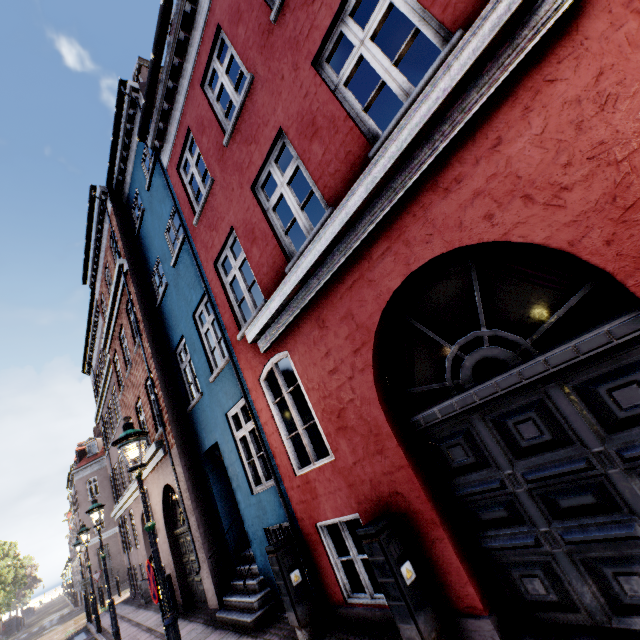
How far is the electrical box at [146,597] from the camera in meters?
Result: 13.5 m

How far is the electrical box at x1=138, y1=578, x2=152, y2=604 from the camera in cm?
1346

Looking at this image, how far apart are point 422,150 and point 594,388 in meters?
2.5

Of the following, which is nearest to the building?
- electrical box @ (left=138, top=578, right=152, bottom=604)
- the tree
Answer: electrical box @ (left=138, top=578, right=152, bottom=604)

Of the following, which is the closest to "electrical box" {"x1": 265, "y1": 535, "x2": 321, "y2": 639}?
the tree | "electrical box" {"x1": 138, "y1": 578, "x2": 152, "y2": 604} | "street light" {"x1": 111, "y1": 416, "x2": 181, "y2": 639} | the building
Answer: the building

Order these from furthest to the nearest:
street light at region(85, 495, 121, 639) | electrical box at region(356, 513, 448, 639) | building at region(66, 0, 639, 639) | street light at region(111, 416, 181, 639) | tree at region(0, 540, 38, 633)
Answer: tree at region(0, 540, 38, 633), street light at region(85, 495, 121, 639), street light at region(111, 416, 181, 639), electrical box at region(356, 513, 448, 639), building at region(66, 0, 639, 639)

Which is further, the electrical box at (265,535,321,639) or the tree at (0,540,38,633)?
the tree at (0,540,38,633)

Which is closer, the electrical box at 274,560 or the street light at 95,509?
the electrical box at 274,560
